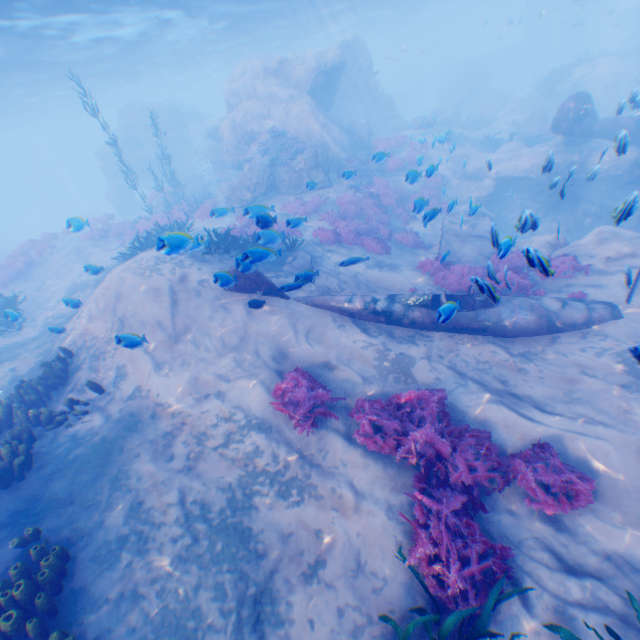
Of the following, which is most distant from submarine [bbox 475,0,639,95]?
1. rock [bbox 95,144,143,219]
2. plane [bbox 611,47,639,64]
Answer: rock [bbox 95,144,143,219]

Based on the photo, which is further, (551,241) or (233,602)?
(551,241)

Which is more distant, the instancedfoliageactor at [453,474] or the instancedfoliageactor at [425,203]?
the instancedfoliageactor at [425,203]

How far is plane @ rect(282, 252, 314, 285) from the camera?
8.00m

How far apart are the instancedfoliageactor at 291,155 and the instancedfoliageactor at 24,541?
18.24m

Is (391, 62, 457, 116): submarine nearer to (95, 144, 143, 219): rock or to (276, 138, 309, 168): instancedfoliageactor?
(276, 138, 309, 168): instancedfoliageactor

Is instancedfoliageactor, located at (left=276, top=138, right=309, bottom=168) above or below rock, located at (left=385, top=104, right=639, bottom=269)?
above

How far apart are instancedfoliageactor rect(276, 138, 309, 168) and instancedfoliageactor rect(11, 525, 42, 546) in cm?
1824
